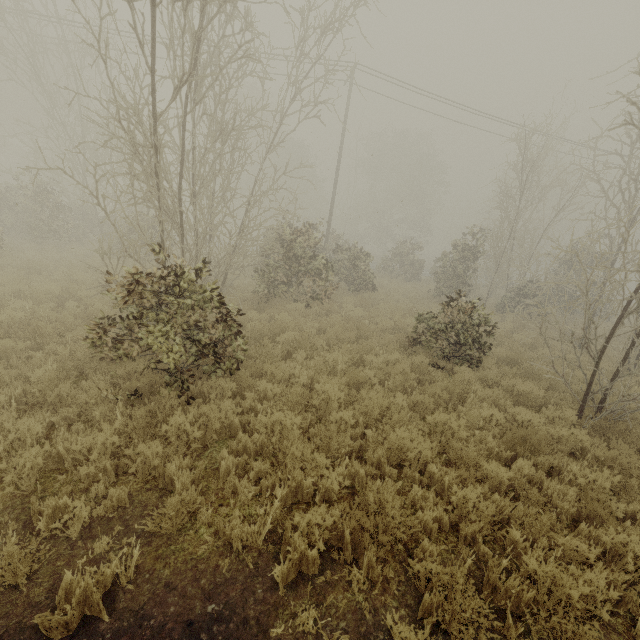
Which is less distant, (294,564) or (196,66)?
(294,564)
